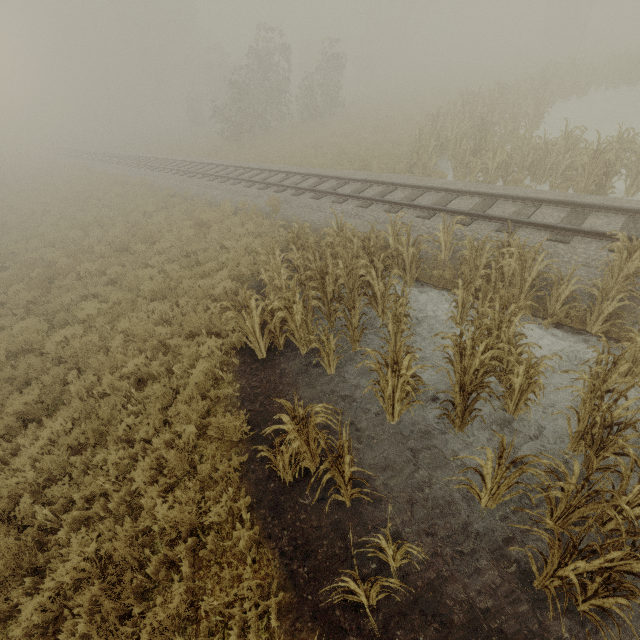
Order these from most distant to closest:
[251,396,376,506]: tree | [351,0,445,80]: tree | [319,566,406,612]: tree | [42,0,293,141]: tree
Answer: [351,0,445,80]: tree, [42,0,293,141]: tree, [251,396,376,506]: tree, [319,566,406,612]: tree

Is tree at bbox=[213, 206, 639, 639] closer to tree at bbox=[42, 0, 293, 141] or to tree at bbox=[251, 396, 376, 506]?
tree at bbox=[251, 396, 376, 506]

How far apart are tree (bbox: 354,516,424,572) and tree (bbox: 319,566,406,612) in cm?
23

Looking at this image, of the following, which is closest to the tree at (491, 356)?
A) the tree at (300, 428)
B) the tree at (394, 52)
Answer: the tree at (300, 428)

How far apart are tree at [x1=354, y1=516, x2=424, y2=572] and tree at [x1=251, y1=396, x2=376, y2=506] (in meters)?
0.58

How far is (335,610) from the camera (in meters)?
3.94

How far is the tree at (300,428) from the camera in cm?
389

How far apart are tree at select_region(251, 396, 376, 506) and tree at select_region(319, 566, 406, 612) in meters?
0.7
